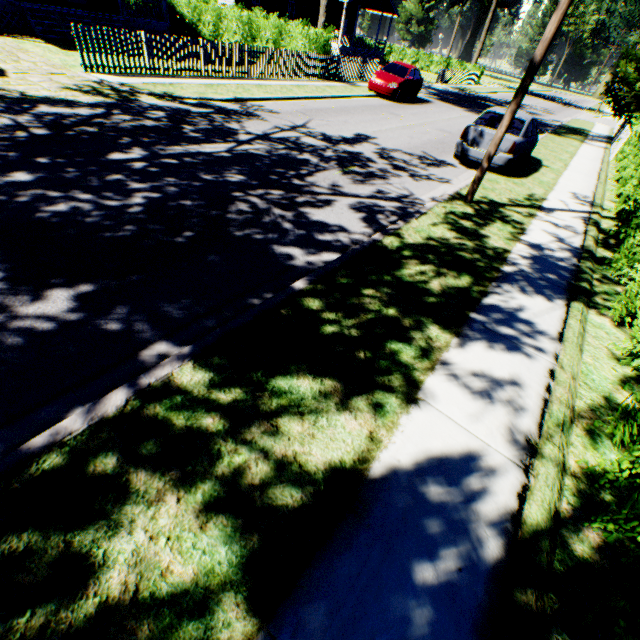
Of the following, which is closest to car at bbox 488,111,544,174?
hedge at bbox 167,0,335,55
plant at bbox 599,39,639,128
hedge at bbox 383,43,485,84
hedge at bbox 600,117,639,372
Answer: hedge at bbox 600,117,639,372

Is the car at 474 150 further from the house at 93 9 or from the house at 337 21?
the house at 337 21

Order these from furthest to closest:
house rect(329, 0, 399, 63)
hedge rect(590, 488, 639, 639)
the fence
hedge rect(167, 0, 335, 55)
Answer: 1. house rect(329, 0, 399, 63)
2. the fence
3. hedge rect(167, 0, 335, 55)
4. hedge rect(590, 488, 639, 639)

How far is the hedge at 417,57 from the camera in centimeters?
3997cm

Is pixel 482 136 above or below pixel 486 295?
above

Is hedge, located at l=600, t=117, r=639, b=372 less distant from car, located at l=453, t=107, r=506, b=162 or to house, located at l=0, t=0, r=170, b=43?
car, located at l=453, t=107, r=506, b=162

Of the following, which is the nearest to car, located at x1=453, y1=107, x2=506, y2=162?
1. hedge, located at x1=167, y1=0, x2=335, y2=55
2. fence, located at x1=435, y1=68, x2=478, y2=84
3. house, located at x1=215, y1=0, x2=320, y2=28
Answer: hedge, located at x1=167, y1=0, x2=335, y2=55

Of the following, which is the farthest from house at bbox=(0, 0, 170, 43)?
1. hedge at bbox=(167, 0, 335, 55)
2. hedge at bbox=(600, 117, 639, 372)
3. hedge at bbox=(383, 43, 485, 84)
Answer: hedge at bbox=(383, 43, 485, 84)
